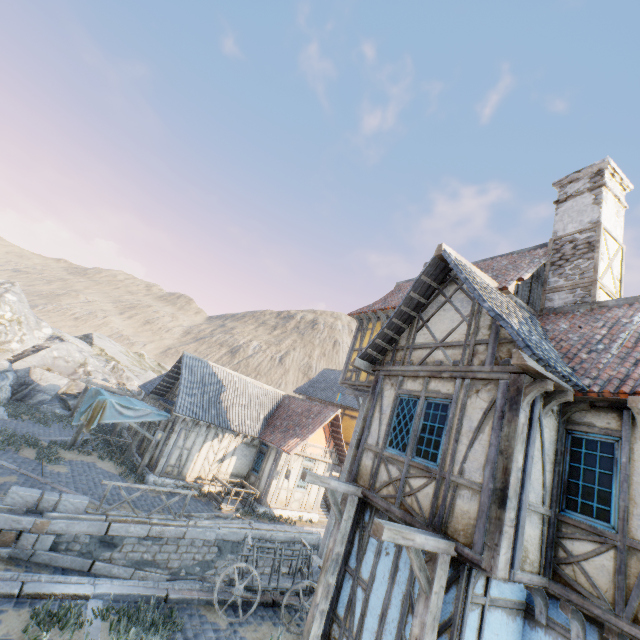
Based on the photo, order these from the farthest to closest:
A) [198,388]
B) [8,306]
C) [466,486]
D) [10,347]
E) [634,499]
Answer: [8,306], [10,347], [198,388], [466,486], [634,499]

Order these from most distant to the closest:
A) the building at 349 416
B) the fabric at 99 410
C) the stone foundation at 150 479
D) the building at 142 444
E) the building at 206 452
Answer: the building at 349 416 → the building at 142 444 → the building at 206 452 → the stone foundation at 150 479 → the fabric at 99 410

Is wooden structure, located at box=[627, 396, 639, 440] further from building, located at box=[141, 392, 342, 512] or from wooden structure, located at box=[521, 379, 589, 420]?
building, located at box=[141, 392, 342, 512]

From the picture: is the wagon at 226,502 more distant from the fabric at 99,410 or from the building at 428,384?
the building at 428,384

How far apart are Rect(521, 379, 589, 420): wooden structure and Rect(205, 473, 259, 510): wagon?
14.3 meters

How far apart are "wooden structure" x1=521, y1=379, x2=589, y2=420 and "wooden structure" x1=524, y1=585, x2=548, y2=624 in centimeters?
265cm

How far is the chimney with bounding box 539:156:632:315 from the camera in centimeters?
838cm

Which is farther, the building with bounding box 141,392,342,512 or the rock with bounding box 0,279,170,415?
the rock with bounding box 0,279,170,415
